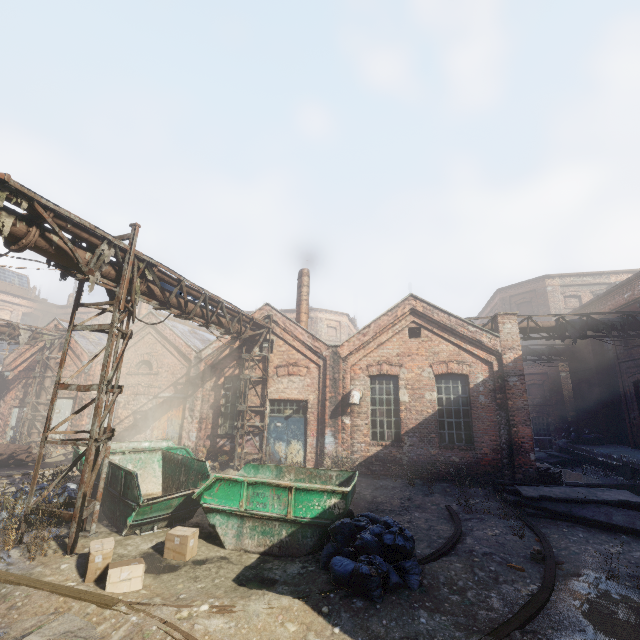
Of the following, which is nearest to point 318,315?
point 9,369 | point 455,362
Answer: point 455,362

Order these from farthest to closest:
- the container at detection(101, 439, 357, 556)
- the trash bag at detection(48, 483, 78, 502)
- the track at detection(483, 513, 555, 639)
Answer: the trash bag at detection(48, 483, 78, 502)
the container at detection(101, 439, 357, 556)
the track at detection(483, 513, 555, 639)

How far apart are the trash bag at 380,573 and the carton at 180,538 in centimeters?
251cm

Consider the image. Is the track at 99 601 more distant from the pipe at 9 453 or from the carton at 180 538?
the pipe at 9 453

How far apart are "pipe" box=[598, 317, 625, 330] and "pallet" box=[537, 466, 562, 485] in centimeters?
496cm

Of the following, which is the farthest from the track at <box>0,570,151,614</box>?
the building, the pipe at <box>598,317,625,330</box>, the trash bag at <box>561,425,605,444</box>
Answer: the trash bag at <box>561,425,605,444</box>

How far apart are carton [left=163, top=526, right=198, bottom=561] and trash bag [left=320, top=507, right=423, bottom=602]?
2.5 meters

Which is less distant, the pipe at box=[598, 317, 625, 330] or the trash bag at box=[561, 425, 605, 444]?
the pipe at box=[598, 317, 625, 330]
